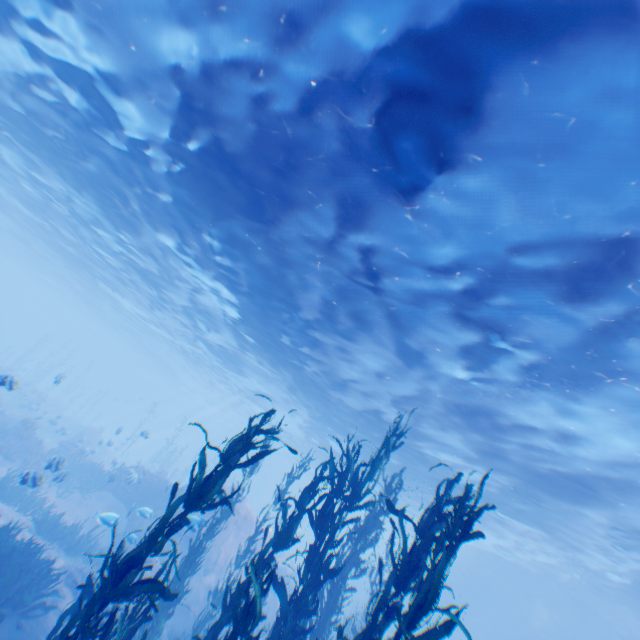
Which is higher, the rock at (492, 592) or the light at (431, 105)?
the light at (431, 105)

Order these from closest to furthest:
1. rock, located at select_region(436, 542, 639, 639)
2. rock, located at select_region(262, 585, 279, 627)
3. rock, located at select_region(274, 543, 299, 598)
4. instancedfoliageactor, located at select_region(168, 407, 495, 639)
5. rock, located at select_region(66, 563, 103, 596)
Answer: instancedfoliageactor, located at select_region(168, 407, 495, 639)
rock, located at select_region(66, 563, 103, 596)
rock, located at select_region(262, 585, 279, 627)
rock, located at select_region(274, 543, 299, 598)
rock, located at select_region(436, 542, 639, 639)

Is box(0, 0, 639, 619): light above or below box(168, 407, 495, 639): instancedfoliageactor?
above

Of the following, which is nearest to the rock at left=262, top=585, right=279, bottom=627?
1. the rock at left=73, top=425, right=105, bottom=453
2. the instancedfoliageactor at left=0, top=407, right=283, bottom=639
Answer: the instancedfoliageactor at left=0, top=407, right=283, bottom=639

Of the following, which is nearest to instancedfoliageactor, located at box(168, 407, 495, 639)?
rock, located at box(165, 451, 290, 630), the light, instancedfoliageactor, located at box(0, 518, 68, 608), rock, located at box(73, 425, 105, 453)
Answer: rock, located at box(165, 451, 290, 630)

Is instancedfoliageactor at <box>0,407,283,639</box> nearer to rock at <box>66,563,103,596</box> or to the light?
rock at <box>66,563,103,596</box>

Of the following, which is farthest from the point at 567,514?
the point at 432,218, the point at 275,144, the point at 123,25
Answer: the point at 123,25

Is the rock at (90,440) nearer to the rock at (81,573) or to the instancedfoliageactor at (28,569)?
the rock at (81,573)
